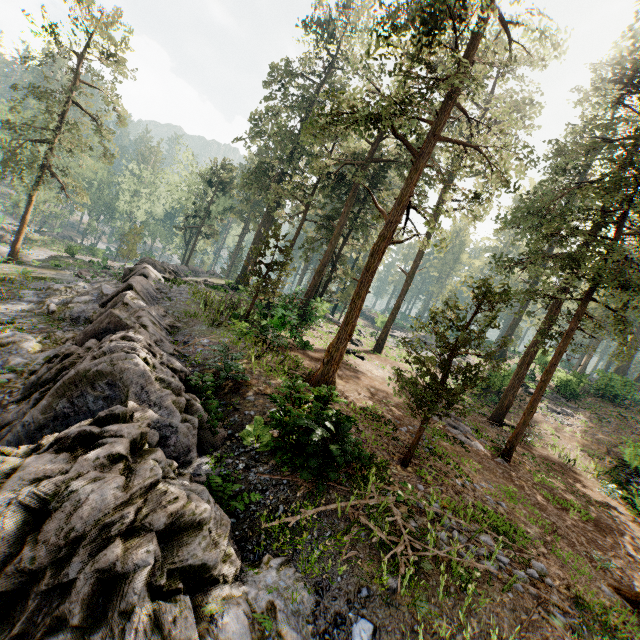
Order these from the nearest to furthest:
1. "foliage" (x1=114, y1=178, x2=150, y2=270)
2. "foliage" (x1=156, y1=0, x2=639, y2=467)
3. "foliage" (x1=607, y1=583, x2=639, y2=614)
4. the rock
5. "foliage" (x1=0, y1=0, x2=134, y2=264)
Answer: the rock
"foliage" (x1=607, y1=583, x2=639, y2=614)
"foliage" (x1=156, y1=0, x2=639, y2=467)
"foliage" (x1=0, y1=0, x2=134, y2=264)
"foliage" (x1=114, y1=178, x2=150, y2=270)

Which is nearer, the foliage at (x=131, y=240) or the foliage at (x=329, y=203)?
the foliage at (x=329, y=203)

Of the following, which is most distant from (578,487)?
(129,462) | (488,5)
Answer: (488,5)

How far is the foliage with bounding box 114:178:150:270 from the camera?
43.0m

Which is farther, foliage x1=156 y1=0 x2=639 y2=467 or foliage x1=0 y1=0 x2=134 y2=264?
foliage x1=0 y1=0 x2=134 y2=264

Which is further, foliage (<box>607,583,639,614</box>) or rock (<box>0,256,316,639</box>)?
foliage (<box>607,583,639,614</box>)

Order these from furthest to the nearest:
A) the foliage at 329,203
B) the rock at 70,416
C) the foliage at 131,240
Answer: the foliage at 131,240 → the foliage at 329,203 → the rock at 70,416
